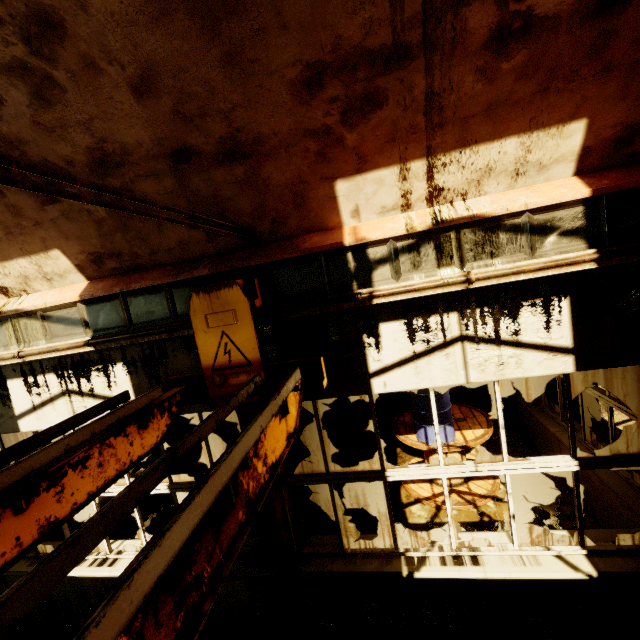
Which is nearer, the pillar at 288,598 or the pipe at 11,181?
the pipe at 11,181

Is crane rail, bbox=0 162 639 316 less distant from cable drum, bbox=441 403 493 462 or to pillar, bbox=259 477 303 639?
pillar, bbox=259 477 303 639

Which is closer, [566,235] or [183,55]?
[183,55]

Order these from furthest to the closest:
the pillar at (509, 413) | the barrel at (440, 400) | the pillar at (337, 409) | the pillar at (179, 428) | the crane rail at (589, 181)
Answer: the pillar at (179, 428) → the pillar at (337, 409) → the pillar at (509, 413) → the barrel at (440, 400) → the crane rail at (589, 181)

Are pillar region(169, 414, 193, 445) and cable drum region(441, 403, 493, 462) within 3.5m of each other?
no

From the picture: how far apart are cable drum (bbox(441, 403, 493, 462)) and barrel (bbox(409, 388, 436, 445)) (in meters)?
0.16

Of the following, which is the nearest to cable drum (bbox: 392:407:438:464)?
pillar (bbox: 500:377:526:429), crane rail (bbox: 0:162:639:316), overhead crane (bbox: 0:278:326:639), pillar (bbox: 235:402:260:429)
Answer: pillar (bbox: 500:377:526:429)

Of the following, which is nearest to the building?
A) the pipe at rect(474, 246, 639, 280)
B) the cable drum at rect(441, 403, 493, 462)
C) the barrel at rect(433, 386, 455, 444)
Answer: the pipe at rect(474, 246, 639, 280)
